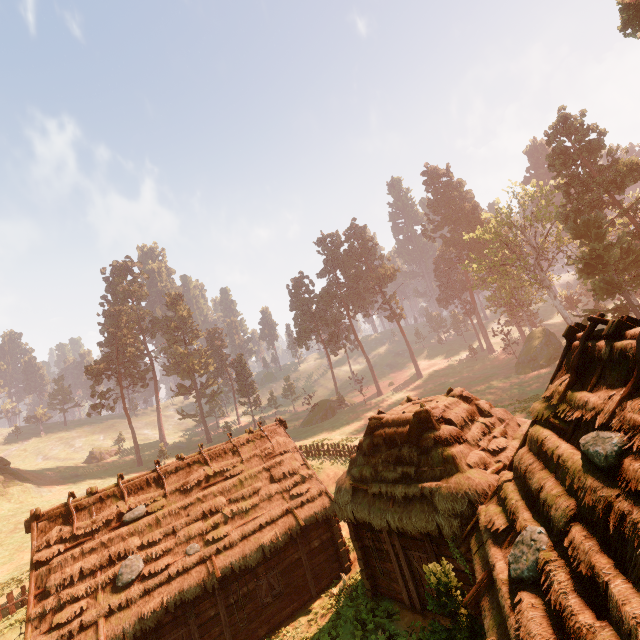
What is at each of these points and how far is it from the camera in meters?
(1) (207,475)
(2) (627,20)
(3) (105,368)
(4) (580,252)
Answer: (1) building, 17.0 m
(2) treerock, 19.8 m
(3) treerock, 57.8 m
(4) treerock, 36.8 m

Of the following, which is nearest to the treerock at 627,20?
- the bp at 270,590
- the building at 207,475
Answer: the building at 207,475

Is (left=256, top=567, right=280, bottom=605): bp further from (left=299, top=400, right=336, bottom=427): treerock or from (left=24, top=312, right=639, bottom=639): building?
(left=299, top=400, right=336, bottom=427): treerock

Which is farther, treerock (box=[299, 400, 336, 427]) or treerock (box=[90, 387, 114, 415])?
treerock (box=[299, 400, 336, 427])

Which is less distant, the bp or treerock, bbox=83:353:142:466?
the bp

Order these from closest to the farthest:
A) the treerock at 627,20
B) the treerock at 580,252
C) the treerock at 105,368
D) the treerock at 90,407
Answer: the treerock at 627,20 < the treerock at 580,252 < the treerock at 90,407 < the treerock at 105,368

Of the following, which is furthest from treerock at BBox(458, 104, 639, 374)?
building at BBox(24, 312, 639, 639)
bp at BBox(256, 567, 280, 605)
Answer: bp at BBox(256, 567, 280, 605)

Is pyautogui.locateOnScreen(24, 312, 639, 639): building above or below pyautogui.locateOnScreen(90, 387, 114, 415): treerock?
below
